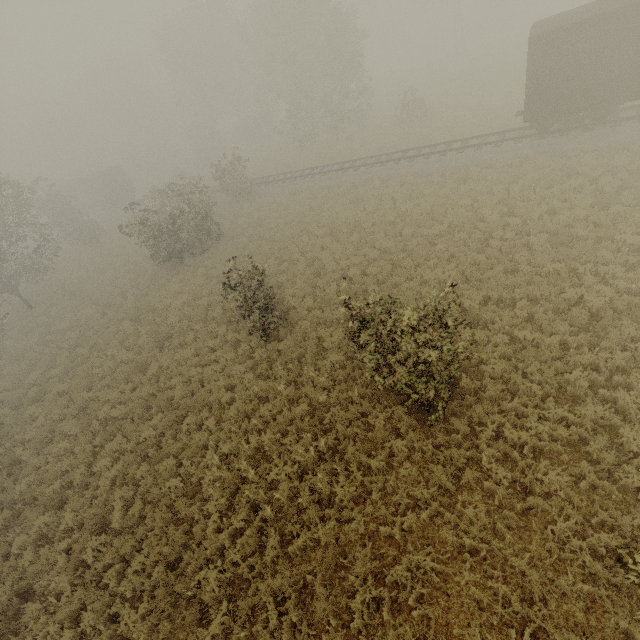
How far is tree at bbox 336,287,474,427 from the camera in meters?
6.5

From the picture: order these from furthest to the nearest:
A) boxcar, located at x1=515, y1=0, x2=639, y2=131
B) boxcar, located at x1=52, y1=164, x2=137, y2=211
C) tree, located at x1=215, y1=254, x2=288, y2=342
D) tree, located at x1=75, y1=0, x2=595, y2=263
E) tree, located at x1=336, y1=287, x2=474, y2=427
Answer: boxcar, located at x1=52, y1=164, x2=137, y2=211 < tree, located at x1=75, y1=0, x2=595, y2=263 < boxcar, located at x1=515, y1=0, x2=639, y2=131 < tree, located at x1=215, y1=254, x2=288, y2=342 < tree, located at x1=336, y1=287, x2=474, y2=427

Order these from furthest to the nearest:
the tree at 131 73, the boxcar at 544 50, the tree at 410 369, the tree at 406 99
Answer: the tree at 406 99 < the tree at 131 73 < the boxcar at 544 50 < the tree at 410 369

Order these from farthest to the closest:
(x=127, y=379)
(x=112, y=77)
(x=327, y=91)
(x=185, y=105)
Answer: (x=112, y=77)
(x=185, y=105)
(x=327, y=91)
(x=127, y=379)

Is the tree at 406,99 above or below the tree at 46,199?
above

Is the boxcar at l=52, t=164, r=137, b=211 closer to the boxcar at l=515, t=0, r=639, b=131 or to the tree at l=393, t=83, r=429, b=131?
the tree at l=393, t=83, r=429, b=131
